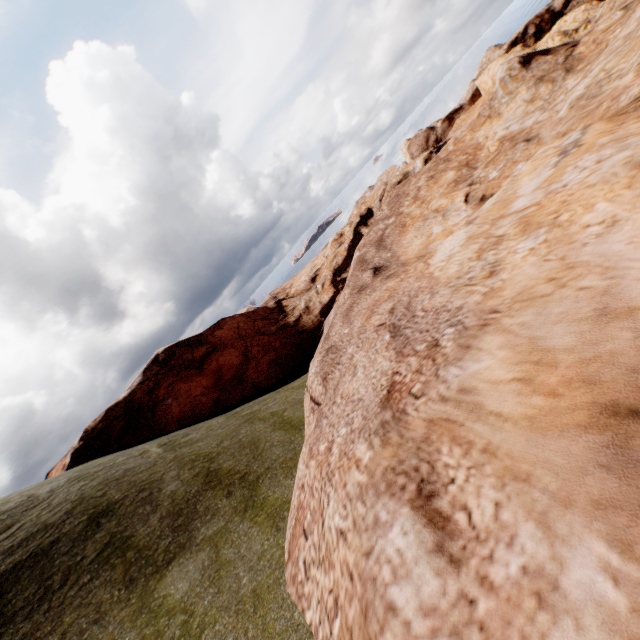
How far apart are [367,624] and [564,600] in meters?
2.4
